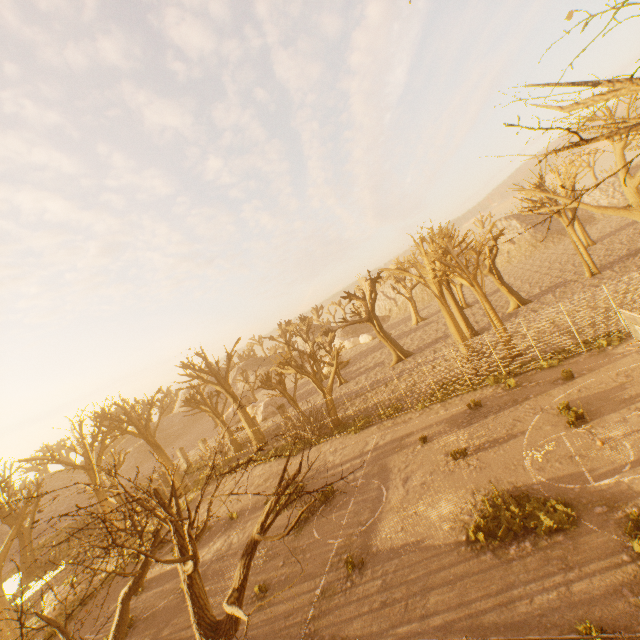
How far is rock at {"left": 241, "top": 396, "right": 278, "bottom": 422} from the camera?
41.7 meters

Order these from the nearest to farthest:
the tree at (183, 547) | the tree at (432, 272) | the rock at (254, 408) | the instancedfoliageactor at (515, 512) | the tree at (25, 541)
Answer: the tree at (183, 547) < the tree at (25, 541) < the instancedfoliageactor at (515, 512) < the tree at (432, 272) < the rock at (254, 408)

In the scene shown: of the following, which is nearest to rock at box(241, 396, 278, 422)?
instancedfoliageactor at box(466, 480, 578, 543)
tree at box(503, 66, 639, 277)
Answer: tree at box(503, 66, 639, 277)

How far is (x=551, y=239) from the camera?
56.25m

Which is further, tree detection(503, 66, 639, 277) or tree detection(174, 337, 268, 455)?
tree detection(174, 337, 268, 455)

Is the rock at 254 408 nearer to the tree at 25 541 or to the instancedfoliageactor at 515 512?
the tree at 25 541

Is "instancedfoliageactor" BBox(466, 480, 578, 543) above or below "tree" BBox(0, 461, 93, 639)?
below

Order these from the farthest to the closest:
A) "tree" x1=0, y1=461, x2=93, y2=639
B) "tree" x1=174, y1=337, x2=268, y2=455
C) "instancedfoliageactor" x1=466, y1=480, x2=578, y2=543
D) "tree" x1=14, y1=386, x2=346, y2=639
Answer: "tree" x1=174, y1=337, x2=268, y2=455 < "instancedfoliageactor" x1=466, y1=480, x2=578, y2=543 < "tree" x1=0, y1=461, x2=93, y2=639 < "tree" x1=14, y1=386, x2=346, y2=639
